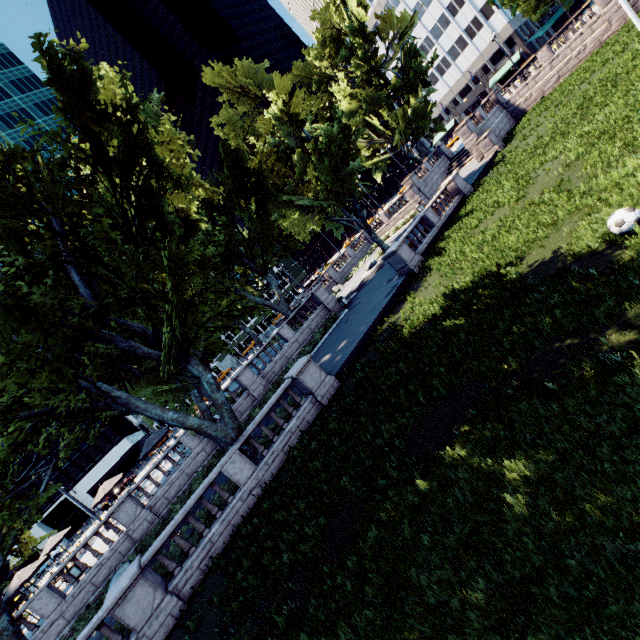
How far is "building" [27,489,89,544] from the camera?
55.03m

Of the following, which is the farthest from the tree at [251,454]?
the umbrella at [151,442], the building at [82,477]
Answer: the building at [82,477]

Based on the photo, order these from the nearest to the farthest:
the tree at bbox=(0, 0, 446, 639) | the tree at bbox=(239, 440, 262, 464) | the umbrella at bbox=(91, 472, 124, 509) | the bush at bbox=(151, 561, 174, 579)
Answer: the tree at bbox=(0, 0, 446, 639)
the bush at bbox=(151, 561, 174, 579)
the tree at bbox=(239, 440, 262, 464)
the umbrella at bbox=(91, 472, 124, 509)

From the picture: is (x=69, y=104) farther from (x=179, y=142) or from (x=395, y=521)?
(x=395, y=521)

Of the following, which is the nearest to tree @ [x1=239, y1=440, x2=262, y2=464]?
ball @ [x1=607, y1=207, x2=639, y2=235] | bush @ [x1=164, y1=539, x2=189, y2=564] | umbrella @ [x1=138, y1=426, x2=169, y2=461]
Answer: bush @ [x1=164, y1=539, x2=189, y2=564]

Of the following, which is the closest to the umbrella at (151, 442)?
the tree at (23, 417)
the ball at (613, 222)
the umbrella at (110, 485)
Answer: the tree at (23, 417)

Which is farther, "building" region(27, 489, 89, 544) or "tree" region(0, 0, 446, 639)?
"building" region(27, 489, 89, 544)
